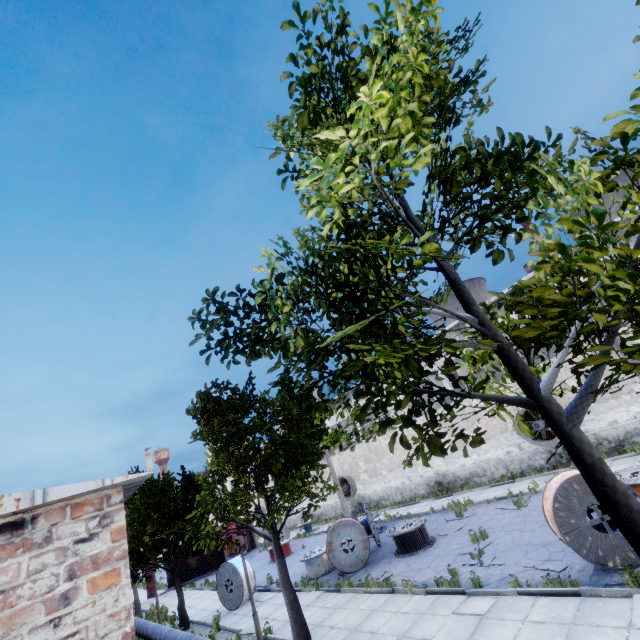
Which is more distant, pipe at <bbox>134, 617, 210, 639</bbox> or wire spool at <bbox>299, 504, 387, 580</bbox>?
wire spool at <bbox>299, 504, 387, 580</bbox>

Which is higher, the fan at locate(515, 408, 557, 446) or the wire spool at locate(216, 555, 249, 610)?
the fan at locate(515, 408, 557, 446)

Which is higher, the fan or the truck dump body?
the fan

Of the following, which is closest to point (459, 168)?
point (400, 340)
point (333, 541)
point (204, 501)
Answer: point (400, 340)

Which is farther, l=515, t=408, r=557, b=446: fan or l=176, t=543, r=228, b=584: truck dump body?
l=176, t=543, r=228, b=584: truck dump body

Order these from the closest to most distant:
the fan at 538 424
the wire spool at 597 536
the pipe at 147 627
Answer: the wire spool at 597 536
the pipe at 147 627
the fan at 538 424

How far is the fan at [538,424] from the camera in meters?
18.0

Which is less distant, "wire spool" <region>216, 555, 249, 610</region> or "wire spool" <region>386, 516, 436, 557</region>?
"wire spool" <region>386, 516, 436, 557</region>
